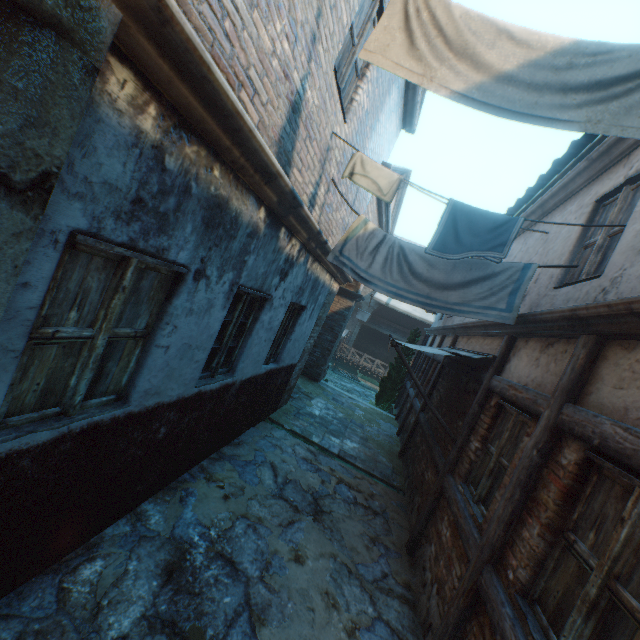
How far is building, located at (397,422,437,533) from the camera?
5.7 meters

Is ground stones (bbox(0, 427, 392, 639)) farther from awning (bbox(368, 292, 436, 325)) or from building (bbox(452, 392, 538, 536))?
awning (bbox(368, 292, 436, 325))

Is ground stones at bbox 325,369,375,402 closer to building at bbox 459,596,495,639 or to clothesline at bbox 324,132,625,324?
building at bbox 459,596,495,639

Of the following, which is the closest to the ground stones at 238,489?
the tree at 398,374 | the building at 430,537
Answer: the building at 430,537

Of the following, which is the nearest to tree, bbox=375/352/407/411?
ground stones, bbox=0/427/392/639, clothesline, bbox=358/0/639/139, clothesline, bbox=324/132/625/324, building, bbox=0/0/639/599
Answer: building, bbox=0/0/639/599

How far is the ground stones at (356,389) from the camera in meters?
18.6 m

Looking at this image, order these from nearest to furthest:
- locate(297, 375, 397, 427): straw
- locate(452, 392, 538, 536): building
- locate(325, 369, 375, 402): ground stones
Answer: locate(452, 392, 538, 536): building
locate(297, 375, 397, 427): straw
locate(325, 369, 375, 402): ground stones

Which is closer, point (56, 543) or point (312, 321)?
point (56, 543)
